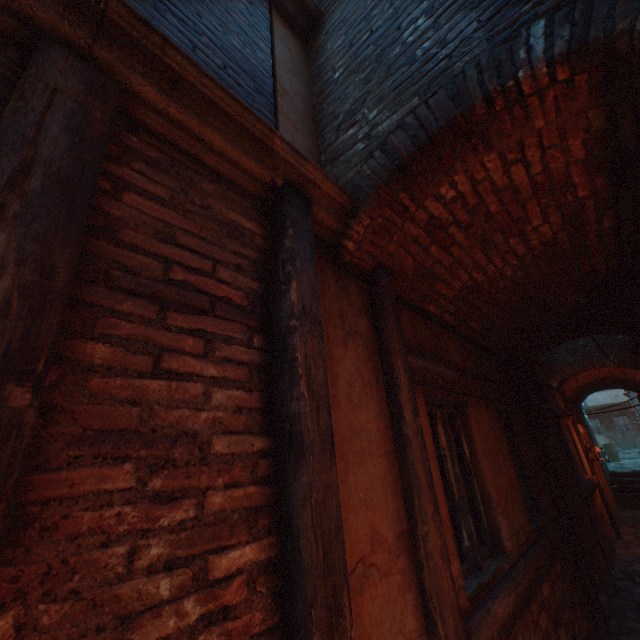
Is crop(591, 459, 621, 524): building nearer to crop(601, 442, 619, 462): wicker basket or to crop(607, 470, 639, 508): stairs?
crop(607, 470, 639, 508): stairs

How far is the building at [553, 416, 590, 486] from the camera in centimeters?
711cm

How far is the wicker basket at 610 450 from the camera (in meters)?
16.19

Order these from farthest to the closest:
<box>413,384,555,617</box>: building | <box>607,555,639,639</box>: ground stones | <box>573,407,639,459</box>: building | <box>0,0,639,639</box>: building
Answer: <box>573,407,639,459</box>: building → <box>607,555,639,639</box>: ground stones → <box>413,384,555,617</box>: building → <box>0,0,639,639</box>: building

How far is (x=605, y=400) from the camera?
29.4 meters

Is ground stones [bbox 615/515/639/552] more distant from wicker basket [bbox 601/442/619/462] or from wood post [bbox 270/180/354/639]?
wicker basket [bbox 601/442/619/462]

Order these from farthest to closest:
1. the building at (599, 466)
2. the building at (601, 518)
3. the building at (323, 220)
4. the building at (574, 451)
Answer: the building at (599, 466), the building at (574, 451), the building at (601, 518), the building at (323, 220)

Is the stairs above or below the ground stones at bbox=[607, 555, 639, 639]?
above
